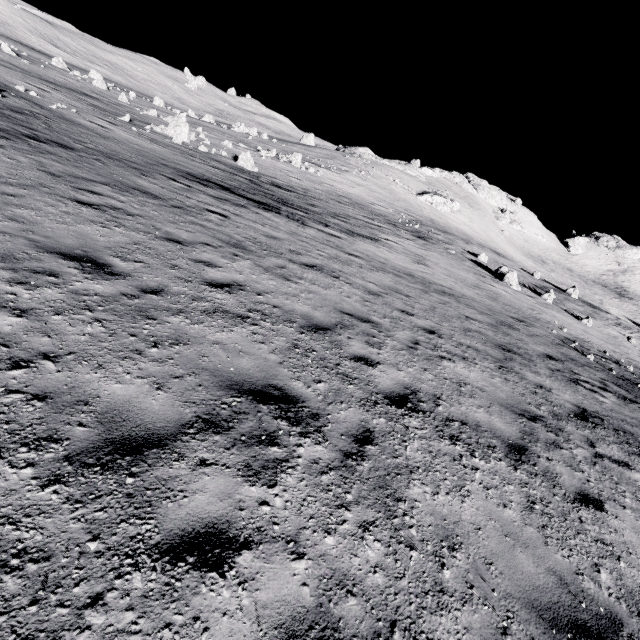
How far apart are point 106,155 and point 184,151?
10.31m

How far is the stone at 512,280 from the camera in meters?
26.7

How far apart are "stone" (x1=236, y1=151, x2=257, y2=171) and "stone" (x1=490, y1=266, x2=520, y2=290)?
21.9 meters

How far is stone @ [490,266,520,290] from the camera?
26.7 meters

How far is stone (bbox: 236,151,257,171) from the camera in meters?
26.0 m

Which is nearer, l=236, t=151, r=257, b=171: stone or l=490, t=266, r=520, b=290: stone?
l=236, t=151, r=257, b=171: stone

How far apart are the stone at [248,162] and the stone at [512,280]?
21.95m
